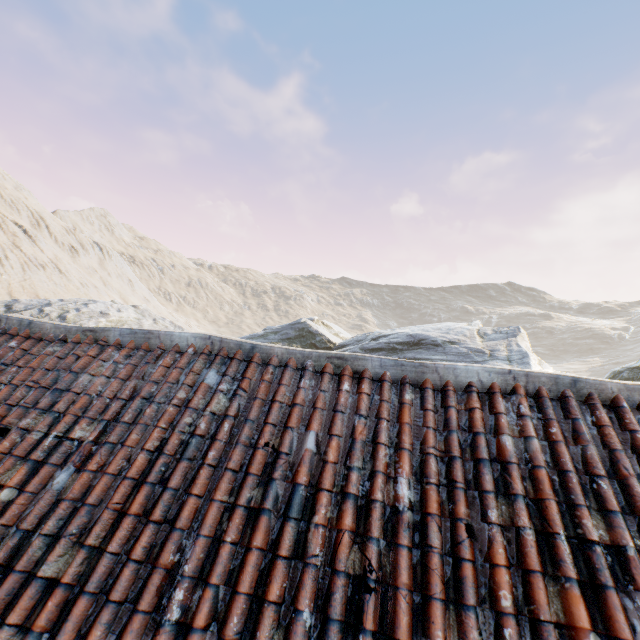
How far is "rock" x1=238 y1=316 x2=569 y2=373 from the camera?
16.7 meters

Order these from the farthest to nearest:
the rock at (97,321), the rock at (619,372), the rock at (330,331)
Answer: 1. the rock at (97,321)
2. the rock at (330,331)
3. the rock at (619,372)

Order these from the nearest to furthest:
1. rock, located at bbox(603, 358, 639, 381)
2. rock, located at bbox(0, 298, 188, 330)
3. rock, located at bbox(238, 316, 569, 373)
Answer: rock, located at bbox(603, 358, 639, 381) < rock, located at bbox(238, 316, 569, 373) < rock, located at bbox(0, 298, 188, 330)

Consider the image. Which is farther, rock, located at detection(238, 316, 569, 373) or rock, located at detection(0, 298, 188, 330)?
rock, located at detection(0, 298, 188, 330)

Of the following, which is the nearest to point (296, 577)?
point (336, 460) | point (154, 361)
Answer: point (336, 460)

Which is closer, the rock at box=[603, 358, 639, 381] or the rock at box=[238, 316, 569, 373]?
the rock at box=[603, 358, 639, 381]

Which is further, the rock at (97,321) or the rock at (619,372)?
the rock at (97,321)
